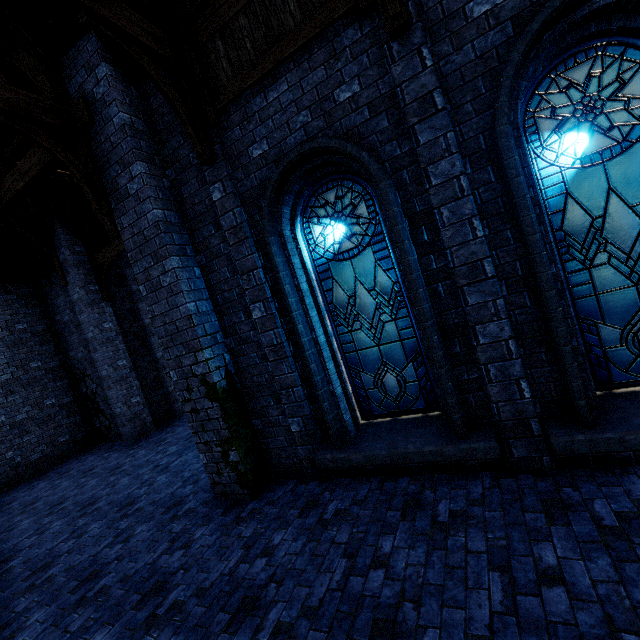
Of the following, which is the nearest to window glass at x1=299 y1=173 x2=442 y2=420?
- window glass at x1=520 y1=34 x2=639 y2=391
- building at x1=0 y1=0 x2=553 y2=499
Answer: building at x1=0 y1=0 x2=553 y2=499

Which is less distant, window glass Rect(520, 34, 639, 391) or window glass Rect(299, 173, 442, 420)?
window glass Rect(520, 34, 639, 391)

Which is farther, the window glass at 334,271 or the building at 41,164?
the window glass at 334,271

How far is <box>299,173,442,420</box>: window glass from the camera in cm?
457

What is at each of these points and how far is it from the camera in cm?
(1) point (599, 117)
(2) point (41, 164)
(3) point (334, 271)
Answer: (1) window glass, 336
(2) building, 575
(3) window glass, 490

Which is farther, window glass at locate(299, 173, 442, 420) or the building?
window glass at locate(299, 173, 442, 420)

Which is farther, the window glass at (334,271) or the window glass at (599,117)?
the window glass at (334,271)
